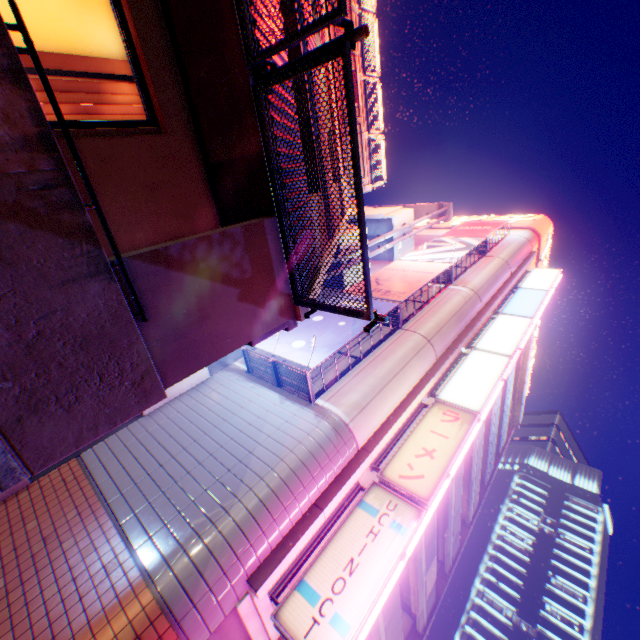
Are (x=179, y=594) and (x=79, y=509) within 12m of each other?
yes

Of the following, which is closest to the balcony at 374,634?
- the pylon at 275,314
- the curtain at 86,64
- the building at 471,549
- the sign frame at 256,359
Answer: the sign frame at 256,359

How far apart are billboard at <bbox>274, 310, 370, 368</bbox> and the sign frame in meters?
0.0

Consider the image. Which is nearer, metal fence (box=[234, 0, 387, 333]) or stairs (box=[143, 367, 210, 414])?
metal fence (box=[234, 0, 387, 333])

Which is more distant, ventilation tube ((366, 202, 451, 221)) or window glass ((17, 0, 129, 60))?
ventilation tube ((366, 202, 451, 221))

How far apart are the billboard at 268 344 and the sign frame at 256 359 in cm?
0

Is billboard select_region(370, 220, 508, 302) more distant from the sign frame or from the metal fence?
the metal fence

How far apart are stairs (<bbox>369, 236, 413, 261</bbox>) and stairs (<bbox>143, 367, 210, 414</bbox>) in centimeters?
1169cm
